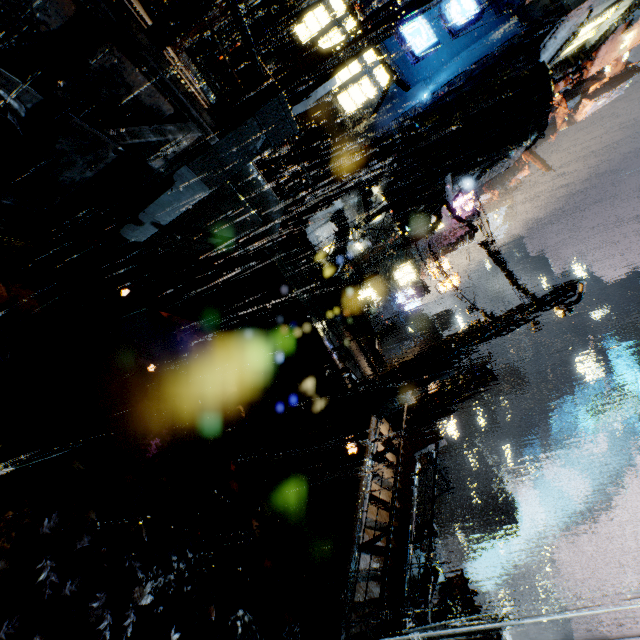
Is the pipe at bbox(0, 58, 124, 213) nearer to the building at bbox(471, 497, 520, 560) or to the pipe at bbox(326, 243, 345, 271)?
the building at bbox(471, 497, 520, 560)

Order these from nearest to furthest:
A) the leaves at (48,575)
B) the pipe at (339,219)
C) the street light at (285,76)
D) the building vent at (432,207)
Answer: the leaves at (48,575)
the street light at (285,76)
the building vent at (432,207)
the pipe at (339,219)

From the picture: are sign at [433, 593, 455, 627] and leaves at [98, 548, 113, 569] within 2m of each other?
no

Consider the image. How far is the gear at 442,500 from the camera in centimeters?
5625cm

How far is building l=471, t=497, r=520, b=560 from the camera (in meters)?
59.09

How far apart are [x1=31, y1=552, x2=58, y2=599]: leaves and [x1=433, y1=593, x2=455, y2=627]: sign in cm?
1613

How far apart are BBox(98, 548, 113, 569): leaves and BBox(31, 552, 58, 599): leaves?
0.5m

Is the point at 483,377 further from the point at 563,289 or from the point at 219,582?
the point at 219,582
